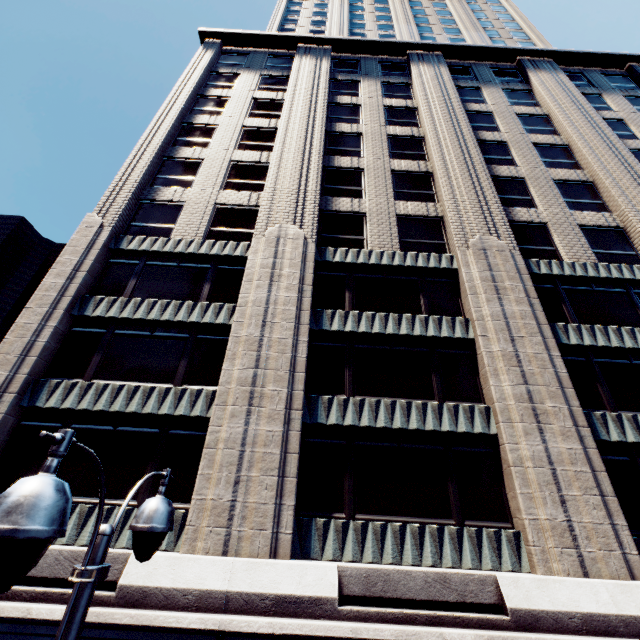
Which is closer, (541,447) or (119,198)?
(541,447)

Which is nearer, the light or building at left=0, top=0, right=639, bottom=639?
the light

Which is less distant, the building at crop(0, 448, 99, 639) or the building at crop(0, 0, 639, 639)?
the building at crop(0, 448, 99, 639)

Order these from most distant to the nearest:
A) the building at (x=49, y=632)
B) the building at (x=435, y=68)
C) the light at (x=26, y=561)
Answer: the building at (x=435, y=68) < the building at (x=49, y=632) < the light at (x=26, y=561)

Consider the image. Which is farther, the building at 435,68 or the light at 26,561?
the building at 435,68

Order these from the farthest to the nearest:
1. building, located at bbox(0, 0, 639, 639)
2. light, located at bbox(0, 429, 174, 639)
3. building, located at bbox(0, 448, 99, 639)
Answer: building, located at bbox(0, 0, 639, 639) → building, located at bbox(0, 448, 99, 639) → light, located at bbox(0, 429, 174, 639)
